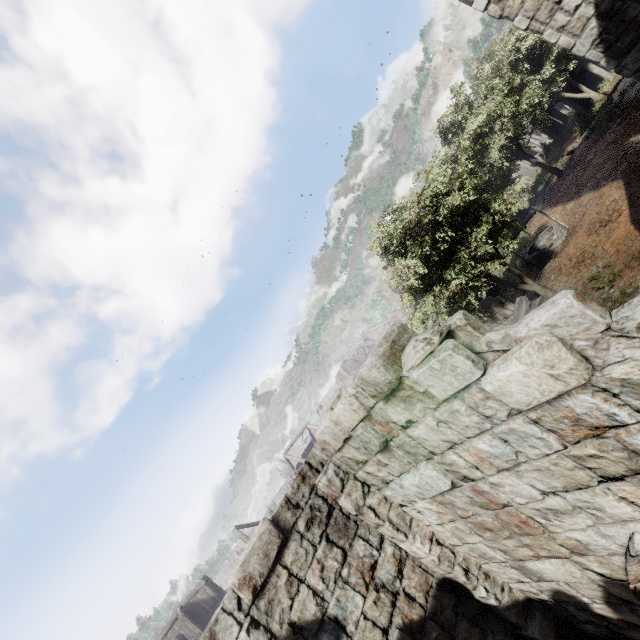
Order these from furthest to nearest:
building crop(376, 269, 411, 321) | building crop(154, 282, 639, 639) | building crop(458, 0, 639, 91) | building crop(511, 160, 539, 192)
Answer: building crop(376, 269, 411, 321) → building crop(511, 160, 539, 192) → building crop(458, 0, 639, 91) → building crop(154, 282, 639, 639)

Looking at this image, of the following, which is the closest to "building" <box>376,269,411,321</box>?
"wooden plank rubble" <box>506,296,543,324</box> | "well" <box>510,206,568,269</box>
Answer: "wooden plank rubble" <box>506,296,543,324</box>

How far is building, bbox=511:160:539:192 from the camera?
37.2 meters

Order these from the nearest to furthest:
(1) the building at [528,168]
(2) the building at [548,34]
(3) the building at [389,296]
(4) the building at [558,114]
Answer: (2) the building at [548,34], (4) the building at [558,114], (1) the building at [528,168], (3) the building at [389,296]

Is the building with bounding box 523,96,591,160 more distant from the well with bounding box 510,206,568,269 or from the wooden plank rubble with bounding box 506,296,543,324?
the well with bounding box 510,206,568,269

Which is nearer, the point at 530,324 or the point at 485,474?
the point at 530,324

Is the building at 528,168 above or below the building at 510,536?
below
